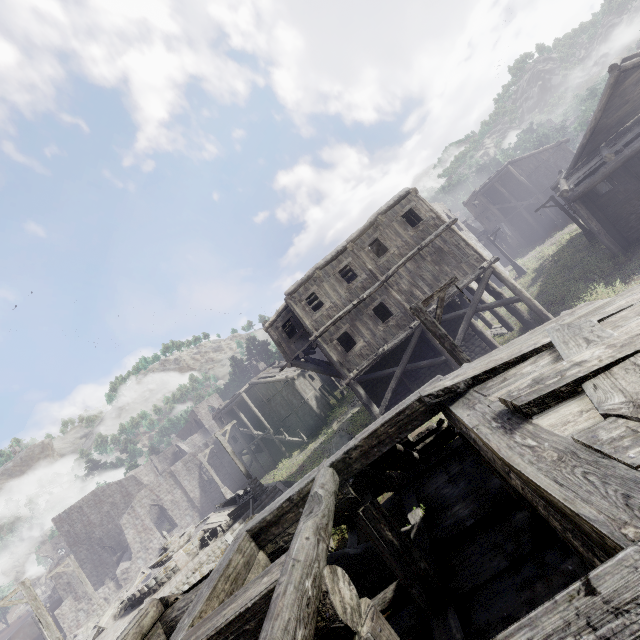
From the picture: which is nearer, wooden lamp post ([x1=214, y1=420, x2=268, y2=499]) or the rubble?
wooden lamp post ([x1=214, y1=420, x2=268, y2=499])

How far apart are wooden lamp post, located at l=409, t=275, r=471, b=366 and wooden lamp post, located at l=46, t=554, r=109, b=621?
28.0m

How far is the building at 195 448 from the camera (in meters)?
35.25

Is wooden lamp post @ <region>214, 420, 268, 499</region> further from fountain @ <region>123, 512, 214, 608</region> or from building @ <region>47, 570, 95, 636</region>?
building @ <region>47, 570, 95, 636</region>

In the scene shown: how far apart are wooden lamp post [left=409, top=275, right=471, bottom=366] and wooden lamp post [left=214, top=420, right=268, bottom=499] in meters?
15.4

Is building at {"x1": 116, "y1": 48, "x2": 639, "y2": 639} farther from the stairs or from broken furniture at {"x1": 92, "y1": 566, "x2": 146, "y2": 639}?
broken furniture at {"x1": 92, "y1": 566, "x2": 146, "y2": 639}

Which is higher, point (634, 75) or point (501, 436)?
point (634, 75)

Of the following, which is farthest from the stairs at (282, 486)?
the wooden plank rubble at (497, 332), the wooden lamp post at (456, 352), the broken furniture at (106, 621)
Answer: the wooden plank rubble at (497, 332)
